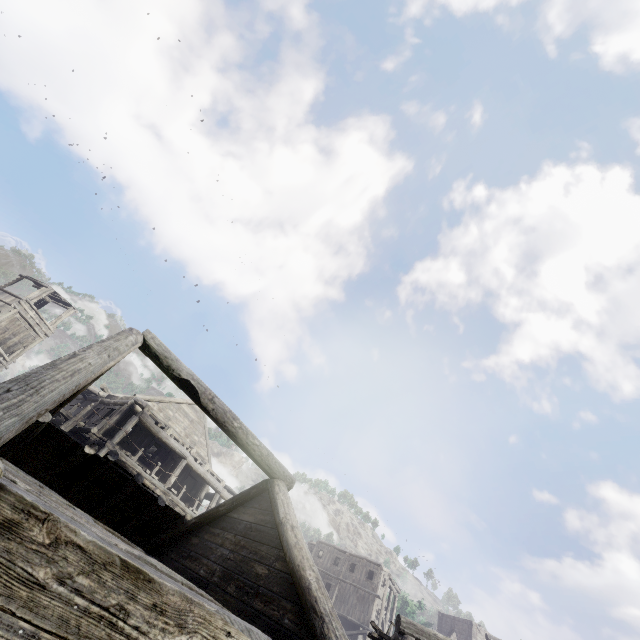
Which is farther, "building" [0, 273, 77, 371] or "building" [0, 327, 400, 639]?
"building" [0, 273, 77, 371]

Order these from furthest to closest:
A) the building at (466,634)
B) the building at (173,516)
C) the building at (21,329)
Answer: the building at (21,329), the building at (466,634), the building at (173,516)

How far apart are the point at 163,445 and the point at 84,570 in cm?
2348

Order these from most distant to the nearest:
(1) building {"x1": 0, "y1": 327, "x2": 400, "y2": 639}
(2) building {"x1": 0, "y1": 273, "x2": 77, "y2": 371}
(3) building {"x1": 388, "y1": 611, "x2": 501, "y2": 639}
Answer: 1. (2) building {"x1": 0, "y1": 273, "x2": 77, "y2": 371}
2. (3) building {"x1": 388, "y1": 611, "x2": 501, "y2": 639}
3. (1) building {"x1": 0, "y1": 327, "x2": 400, "y2": 639}

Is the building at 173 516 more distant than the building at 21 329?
No
